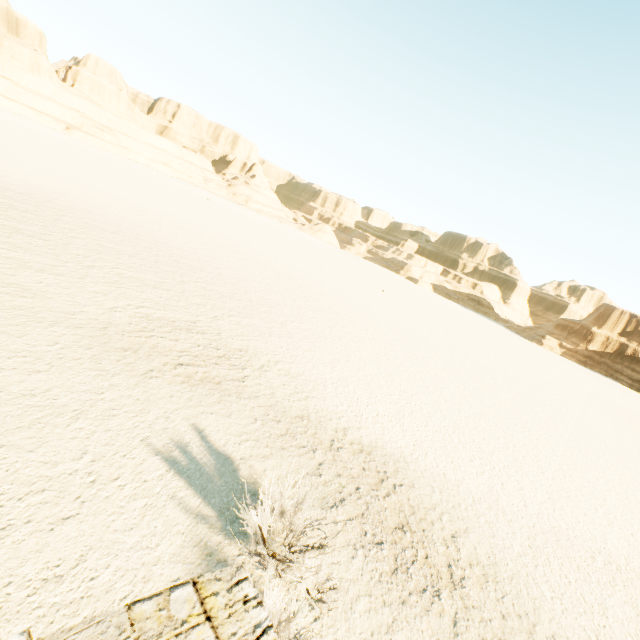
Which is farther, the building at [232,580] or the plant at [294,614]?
the plant at [294,614]

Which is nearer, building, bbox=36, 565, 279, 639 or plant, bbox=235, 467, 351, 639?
building, bbox=36, 565, 279, 639

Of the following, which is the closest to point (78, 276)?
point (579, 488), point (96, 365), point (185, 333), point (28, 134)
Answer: point (185, 333)

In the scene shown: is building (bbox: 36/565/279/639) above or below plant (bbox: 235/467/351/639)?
above

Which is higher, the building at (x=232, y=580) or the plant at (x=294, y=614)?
the building at (x=232, y=580)
